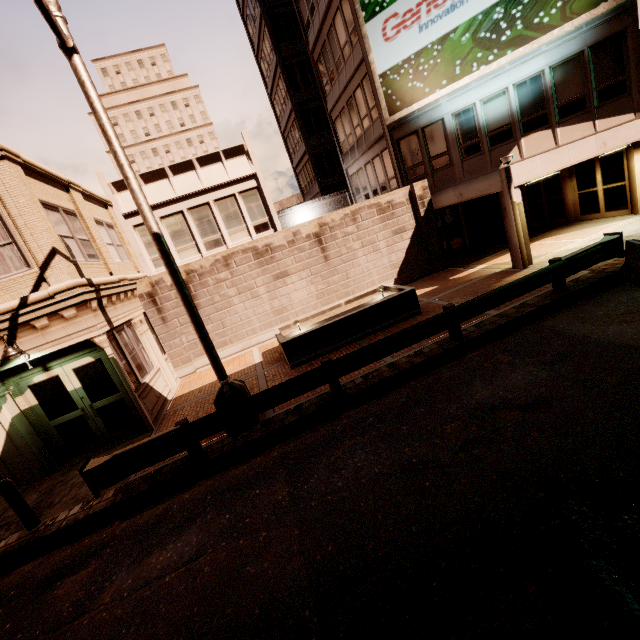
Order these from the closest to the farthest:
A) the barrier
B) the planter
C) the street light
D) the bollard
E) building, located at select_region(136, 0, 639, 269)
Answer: the street light < the bollard < the barrier < the planter < building, located at select_region(136, 0, 639, 269)

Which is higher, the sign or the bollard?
the sign

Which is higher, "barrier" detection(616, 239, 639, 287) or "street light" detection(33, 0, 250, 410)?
"street light" detection(33, 0, 250, 410)

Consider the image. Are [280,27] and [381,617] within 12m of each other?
no

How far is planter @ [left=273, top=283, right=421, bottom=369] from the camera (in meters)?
10.51

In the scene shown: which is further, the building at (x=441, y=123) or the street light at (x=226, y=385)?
the building at (x=441, y=123)

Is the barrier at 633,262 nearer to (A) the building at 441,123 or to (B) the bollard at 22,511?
(A) the building at 441,123

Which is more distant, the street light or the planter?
the planter
